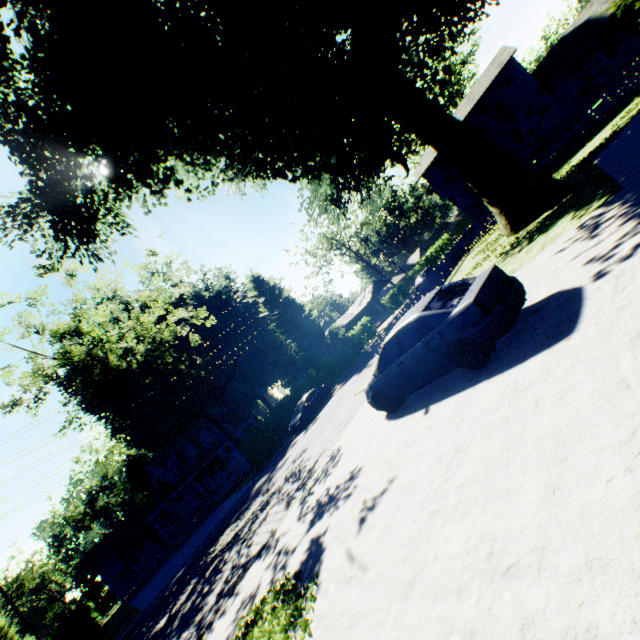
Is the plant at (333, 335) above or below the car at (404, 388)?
above

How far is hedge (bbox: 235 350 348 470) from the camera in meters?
26.2 m

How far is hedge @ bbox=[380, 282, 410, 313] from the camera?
48.56m

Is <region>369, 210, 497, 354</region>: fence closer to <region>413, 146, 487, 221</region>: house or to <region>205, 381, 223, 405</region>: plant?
<region>413, 146, 487, 221</region>: house

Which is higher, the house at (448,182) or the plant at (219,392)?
the plant at (219,392)

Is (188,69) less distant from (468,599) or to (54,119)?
(54,119)

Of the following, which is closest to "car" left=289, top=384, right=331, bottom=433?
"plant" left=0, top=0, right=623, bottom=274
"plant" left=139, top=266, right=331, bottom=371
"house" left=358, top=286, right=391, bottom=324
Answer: "plant" left=0, top=0, right=623, bottom=274

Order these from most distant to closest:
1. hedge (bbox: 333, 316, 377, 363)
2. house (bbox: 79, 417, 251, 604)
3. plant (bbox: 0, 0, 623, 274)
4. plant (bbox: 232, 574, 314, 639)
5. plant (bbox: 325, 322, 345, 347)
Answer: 1. plant (bbox: 325, 322, 345, 347)
2. hedge (bbox: 333, 316, 377, 363)
3. house (bbox: 79, 417, 251, 604)
4. plant (bbox: 0, 0, 623, 274)
5. plant (bbox: 232, 574, 314, 639)
